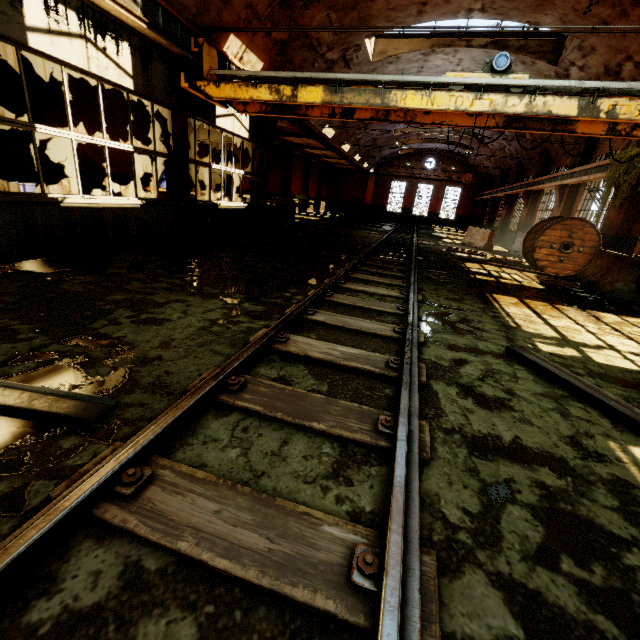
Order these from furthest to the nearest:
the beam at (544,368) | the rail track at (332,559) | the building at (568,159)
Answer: the building at (568,159) → the beam at (544,368) → the rail track at (332,559)

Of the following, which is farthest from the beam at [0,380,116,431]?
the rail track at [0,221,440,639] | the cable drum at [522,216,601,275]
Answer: the cable drum at [522,216,601,275]

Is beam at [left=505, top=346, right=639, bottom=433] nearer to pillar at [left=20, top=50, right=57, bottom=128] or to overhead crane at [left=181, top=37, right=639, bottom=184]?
overhead crane at [left=181, top=37, right=639, bottom=184]

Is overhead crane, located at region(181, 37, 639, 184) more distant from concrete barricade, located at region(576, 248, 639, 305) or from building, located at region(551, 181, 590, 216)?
concrete barricade, located at region(576, 248, 639, 305)

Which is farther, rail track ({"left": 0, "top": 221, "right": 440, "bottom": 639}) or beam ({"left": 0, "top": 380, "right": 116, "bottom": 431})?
beam ({"left": 0, "top": 380, "right": 116, "bottom": 431})

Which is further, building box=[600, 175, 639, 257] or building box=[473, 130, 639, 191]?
building box=[473, 130, 639, 191]

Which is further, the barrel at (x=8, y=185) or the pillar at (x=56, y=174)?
the pillar at (x=56, y=174)

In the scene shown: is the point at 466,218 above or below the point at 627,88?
below
